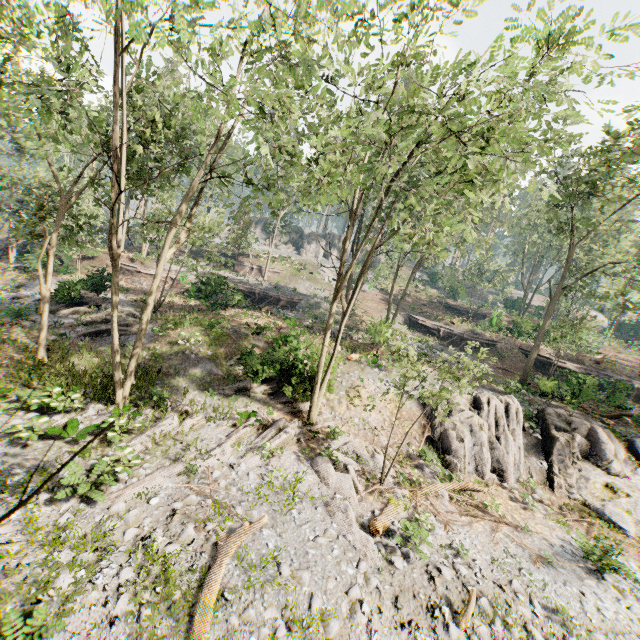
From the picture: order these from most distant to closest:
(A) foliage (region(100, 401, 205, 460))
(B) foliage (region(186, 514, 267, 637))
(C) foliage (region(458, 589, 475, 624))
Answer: (A) foliage (region(100, 401, 205, 460)) → (C) foliage (region(458, 589, 475, 624)) → (B) foliage (region(186, 514, 267, 637))

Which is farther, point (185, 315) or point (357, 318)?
point (357, 318)

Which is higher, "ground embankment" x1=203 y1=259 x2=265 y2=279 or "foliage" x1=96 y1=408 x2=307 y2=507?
"ground embankment" x1=203 y1=259 x2=265 y2=279

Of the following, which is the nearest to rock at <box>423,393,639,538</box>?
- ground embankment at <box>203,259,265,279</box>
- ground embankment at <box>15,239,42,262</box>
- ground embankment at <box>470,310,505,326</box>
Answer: ground embankment at <box>470,310,505,326</box>

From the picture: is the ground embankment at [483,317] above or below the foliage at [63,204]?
below

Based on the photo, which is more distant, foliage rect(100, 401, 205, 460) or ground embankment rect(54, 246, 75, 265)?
ground embankment rect(54, 246, 75, 265)

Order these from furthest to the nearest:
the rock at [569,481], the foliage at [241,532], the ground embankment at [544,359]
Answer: the ground embankment at [544,359] < the rock at [569,481] < the foliage at [241,532]

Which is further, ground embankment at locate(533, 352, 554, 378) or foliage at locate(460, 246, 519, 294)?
foliage at locate(460, 246, 519, 294)
